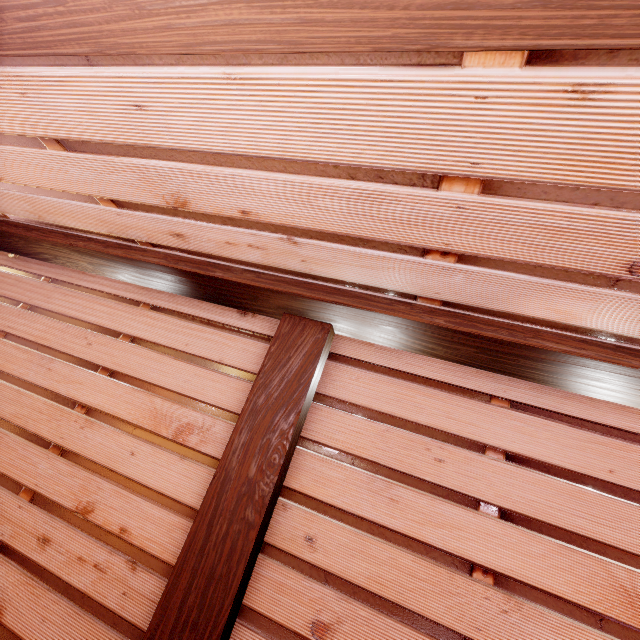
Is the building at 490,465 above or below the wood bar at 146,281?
below

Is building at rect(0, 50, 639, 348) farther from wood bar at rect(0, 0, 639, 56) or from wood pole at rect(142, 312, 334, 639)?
wood pole at rect(142, 312, 334, 639)

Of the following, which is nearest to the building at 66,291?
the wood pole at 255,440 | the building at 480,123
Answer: the wood pole at 255,440

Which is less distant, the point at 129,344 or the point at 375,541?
the point at 375,541

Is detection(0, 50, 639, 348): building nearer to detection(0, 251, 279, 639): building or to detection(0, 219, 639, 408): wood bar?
detection(0, 219, 639, 408): wood bar

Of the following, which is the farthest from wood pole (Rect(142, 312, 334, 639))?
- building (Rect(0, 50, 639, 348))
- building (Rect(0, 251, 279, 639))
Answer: building (Rect(0, 50, 639, 348))
